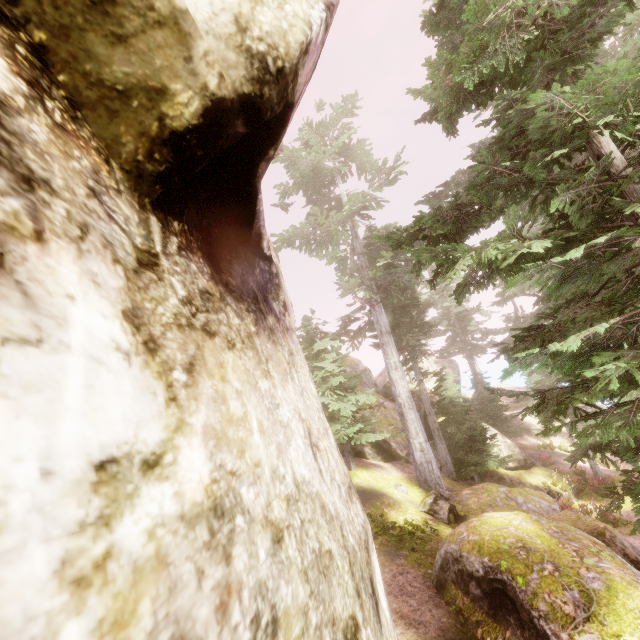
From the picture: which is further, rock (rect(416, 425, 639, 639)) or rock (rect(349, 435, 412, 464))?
rock (rect(349, 435, 412, 464))

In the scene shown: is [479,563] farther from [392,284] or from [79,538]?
[392,284]

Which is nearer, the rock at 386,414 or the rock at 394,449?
the rock at 394,449

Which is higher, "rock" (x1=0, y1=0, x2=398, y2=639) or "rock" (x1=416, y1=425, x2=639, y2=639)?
"rock" (x1=0, y1=0, x2=398, y2=639)

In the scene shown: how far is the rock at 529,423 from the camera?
29.7 meters

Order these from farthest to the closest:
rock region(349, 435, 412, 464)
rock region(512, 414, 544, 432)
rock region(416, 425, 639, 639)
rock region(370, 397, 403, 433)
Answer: rock region(512, 414, 544, 432) < rock region(370, 397, 403, 433) < rock region(349, 435, 412, 464) < rock region(416, 425, 639, 639)

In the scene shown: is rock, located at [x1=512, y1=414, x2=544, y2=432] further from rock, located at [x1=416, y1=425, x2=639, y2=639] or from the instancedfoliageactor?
rock, located at [x1=416, y1=425, x2=639, y2=639]
